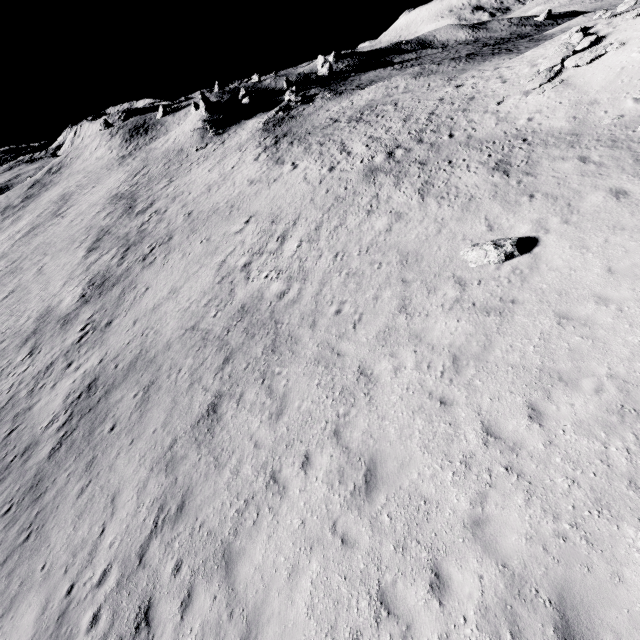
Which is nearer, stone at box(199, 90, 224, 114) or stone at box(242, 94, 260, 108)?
stone at box(199, 90, 224, 114)

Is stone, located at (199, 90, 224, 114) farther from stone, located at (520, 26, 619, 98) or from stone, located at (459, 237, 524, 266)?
stone, located at (459, 237, 524, 266)

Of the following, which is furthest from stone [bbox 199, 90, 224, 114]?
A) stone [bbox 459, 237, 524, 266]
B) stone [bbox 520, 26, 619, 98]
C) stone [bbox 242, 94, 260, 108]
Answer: stone [bbox 459, 237, 524, 266]

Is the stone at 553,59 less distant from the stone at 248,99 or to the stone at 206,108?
the stone at 206,108

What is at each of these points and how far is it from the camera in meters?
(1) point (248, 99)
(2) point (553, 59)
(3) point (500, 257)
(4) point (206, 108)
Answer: (1) stone, 58.5 m
(2) stone, 19.1 m
(3) stone, 11.4 m
(4) stone, 51.7 m

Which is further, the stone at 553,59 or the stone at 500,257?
the stone at 553,59

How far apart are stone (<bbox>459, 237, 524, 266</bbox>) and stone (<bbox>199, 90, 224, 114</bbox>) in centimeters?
5491cm

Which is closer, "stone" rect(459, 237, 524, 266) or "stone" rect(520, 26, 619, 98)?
"stone" rect(459, 237, 524, 266)
